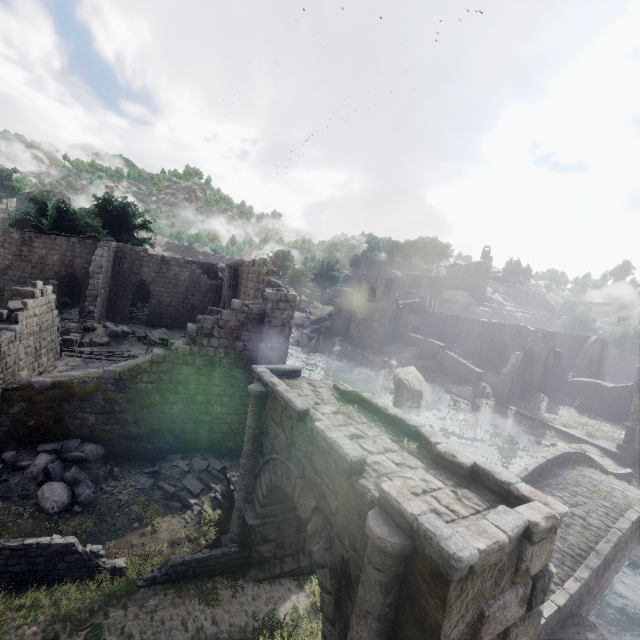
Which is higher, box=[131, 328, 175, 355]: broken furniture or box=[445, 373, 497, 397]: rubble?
box=[131, 328, 175, 355]: broken furniture

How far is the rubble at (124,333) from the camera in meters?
20.4 m

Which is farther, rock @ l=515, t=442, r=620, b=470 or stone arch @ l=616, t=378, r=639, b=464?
stone arch @ l=616, t=378, r=639, b=464

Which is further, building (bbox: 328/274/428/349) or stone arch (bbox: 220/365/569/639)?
building (bbox: 328/274/428/349)

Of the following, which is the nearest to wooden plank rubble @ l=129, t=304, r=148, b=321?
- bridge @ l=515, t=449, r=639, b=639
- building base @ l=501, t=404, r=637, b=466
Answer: bridge @ l=515, t=449, r=639, b=639

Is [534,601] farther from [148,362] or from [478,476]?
[148,362]

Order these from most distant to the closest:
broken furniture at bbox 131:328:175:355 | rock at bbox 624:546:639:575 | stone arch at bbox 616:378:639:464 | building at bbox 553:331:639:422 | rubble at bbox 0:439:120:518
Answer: building at bbox 553:331:639:422 → stone arch at bbox 616:378:639:464 → broken furniture at bbox 131:328:175:355 → rock at bbox 624:546:639:575 → rubble at bbox 0:439:120:518

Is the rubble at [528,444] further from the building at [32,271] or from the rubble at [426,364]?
the building at [32,271]
